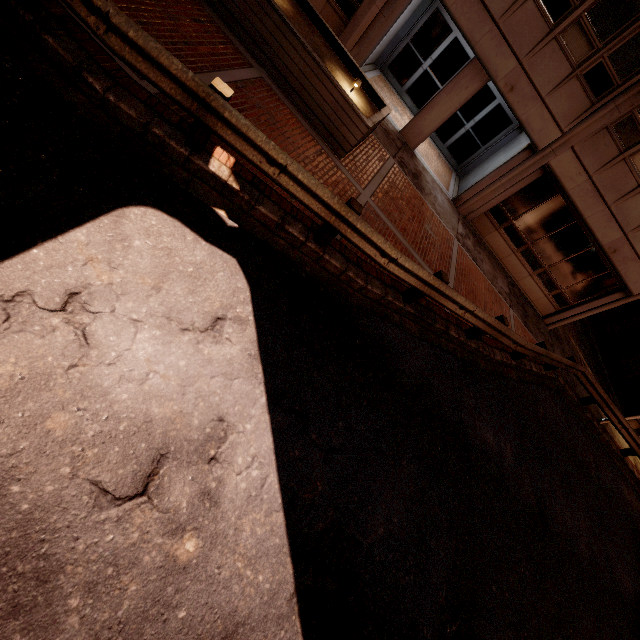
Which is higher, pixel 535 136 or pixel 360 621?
pixel 535 136

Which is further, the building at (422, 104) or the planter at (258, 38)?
the building at (422, 104)

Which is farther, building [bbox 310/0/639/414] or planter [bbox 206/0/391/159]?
building [bbox 310/0/639/414]
